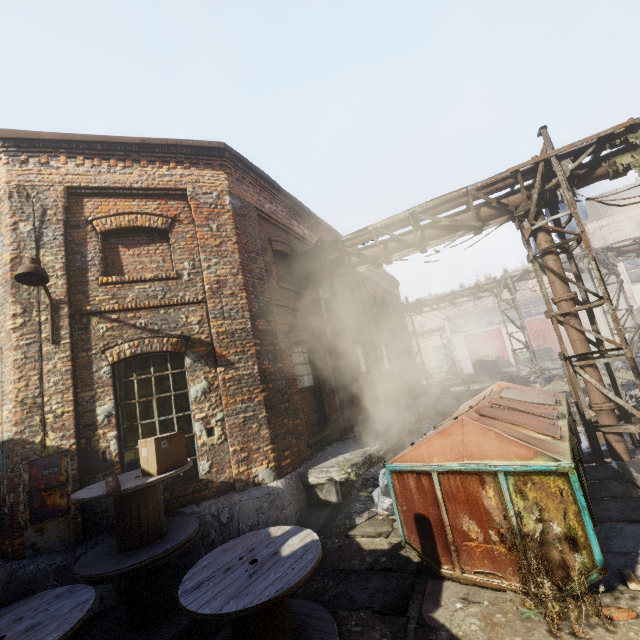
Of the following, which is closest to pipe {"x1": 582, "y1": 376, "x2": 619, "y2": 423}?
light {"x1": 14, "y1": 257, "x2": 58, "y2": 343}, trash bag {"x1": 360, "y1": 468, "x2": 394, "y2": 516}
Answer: trash bag {"x1": 360, "y1": 468, "x2": 394, "y2": 516}

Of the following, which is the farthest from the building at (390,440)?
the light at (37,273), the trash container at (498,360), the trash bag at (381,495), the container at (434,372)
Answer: the container at (434,372)

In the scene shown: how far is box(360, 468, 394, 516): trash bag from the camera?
6.2 meters

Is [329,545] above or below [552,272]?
below

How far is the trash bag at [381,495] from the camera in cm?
618

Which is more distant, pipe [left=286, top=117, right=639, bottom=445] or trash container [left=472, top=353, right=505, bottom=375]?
trash container [left=472, top=353, right=505, bottom=375]

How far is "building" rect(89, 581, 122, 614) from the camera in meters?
5.0 m

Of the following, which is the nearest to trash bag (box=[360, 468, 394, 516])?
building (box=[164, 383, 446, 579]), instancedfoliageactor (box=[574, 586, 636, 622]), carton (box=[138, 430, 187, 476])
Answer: building (box=[164, 383, 446, 579])
